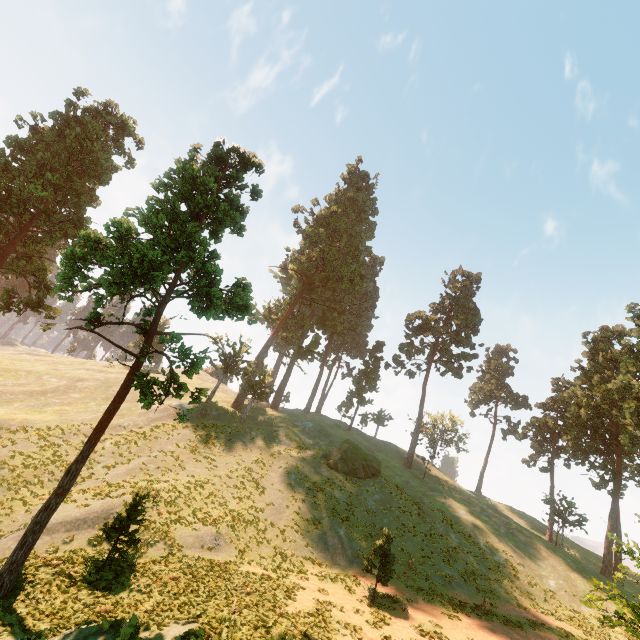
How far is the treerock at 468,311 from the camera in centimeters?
4991cm

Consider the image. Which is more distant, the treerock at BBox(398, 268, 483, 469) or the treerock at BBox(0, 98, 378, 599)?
the treerock at BBox(398, 268, 483, 469)

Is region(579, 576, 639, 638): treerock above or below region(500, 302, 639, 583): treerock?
below

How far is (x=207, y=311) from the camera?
15.8m

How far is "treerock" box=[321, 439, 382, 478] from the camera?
33.2m

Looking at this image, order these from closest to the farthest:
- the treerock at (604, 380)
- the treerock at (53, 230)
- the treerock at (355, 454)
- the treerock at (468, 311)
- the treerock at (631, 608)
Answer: the treerock at (631, 608) < the treerock at (53, 230) < the treerock at (604, 380) < the treerock at (355, 454) < the treerock at (468, 311)
